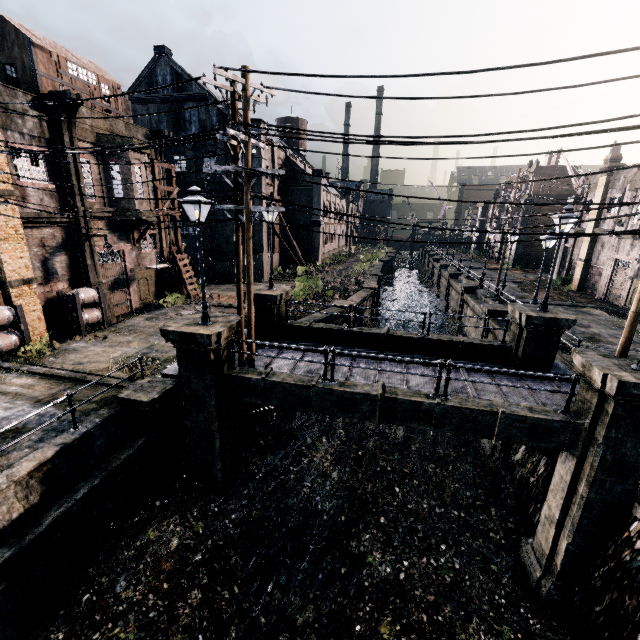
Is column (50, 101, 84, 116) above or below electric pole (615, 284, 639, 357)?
above

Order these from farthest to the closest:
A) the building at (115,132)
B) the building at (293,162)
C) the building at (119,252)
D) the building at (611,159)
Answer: the building at (293,162) < the building at (611,159) < the building at (119,252) < the building at (115,132)

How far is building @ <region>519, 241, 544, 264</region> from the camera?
46.9 meters

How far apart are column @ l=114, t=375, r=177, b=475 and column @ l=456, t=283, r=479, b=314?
27.35m

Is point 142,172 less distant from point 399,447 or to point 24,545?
point 24,545

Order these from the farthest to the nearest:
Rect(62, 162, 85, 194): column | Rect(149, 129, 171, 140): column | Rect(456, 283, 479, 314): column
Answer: Rect(456, 283, 479, 314): column
Rect(149, 129, 171, 140): column
Rect(62, 162, 85, 194): column

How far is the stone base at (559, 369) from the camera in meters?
14.1 m

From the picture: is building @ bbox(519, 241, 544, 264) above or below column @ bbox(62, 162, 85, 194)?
below
